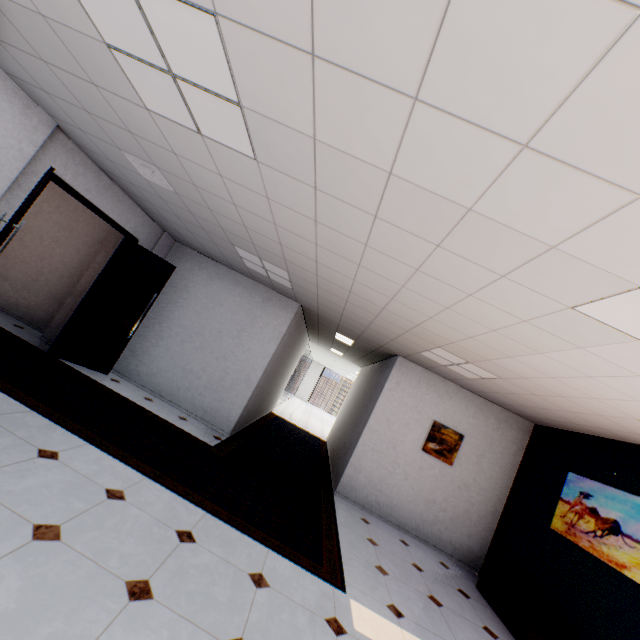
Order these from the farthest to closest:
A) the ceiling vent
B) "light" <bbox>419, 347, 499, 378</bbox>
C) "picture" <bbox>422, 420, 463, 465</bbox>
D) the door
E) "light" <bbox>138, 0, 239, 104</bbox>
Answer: "picture" <bbox>422, 420, 463, 465</bbox>
"light" <bbox>419, 347, 499, 378</bbox>
the door
the ceiling vent
"light" <bbox>138, 0, 239, 104</bbox>

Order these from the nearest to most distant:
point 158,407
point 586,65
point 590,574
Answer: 1. point 586,65
2. point 590,574
3. point 158,407

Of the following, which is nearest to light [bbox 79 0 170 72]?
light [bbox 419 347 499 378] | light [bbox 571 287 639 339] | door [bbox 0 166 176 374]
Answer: door [bbox 0 166 176 374]

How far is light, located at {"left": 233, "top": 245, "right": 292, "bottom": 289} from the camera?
5.0 meters

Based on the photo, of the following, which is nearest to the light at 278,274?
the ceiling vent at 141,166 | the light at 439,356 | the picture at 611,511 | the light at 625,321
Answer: the ceiling vent at 141,166

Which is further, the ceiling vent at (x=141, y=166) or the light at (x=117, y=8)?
the ceiling vent at (x=141, y=166)

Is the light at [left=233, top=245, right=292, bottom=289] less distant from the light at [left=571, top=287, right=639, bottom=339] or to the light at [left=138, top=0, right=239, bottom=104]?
the light at [left=138, top=0, right=239, bottom=104]

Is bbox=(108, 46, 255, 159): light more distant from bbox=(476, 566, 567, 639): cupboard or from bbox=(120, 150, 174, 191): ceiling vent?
bbox=(476, 566, 567, 639): cupboard
